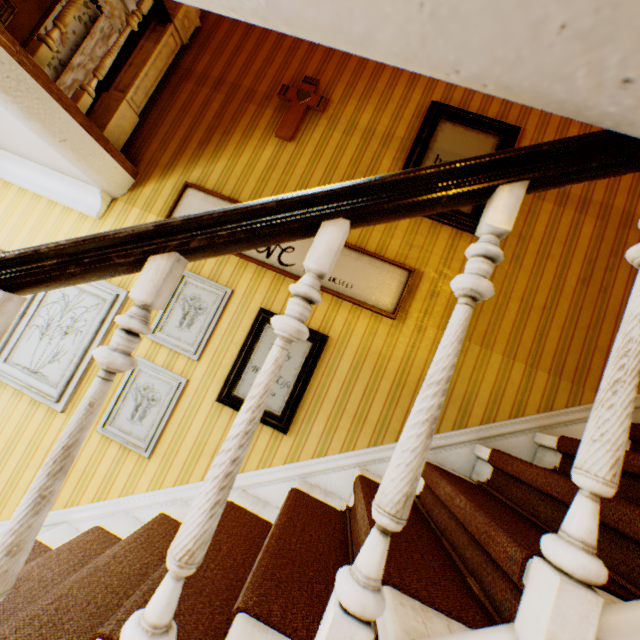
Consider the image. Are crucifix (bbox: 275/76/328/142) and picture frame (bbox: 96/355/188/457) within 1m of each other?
no

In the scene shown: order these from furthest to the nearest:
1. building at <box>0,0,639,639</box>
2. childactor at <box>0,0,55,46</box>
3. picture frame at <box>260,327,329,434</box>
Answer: childactor at <box>0,0,55,46</box> < picture frame at <box>260,327,329,434</box> < building at <box>0,0,639,639</box>

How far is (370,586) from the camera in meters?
0.6

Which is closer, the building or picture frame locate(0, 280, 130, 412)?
the building

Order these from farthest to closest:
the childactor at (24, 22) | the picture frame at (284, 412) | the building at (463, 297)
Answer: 1. the childactor at (24, 22)
2. the picture frame at (284, 412)
3. the building at (463, 297)

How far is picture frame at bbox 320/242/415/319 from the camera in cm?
237

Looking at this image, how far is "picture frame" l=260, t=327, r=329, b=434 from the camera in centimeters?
225cm

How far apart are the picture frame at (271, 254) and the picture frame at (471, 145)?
0.4m
